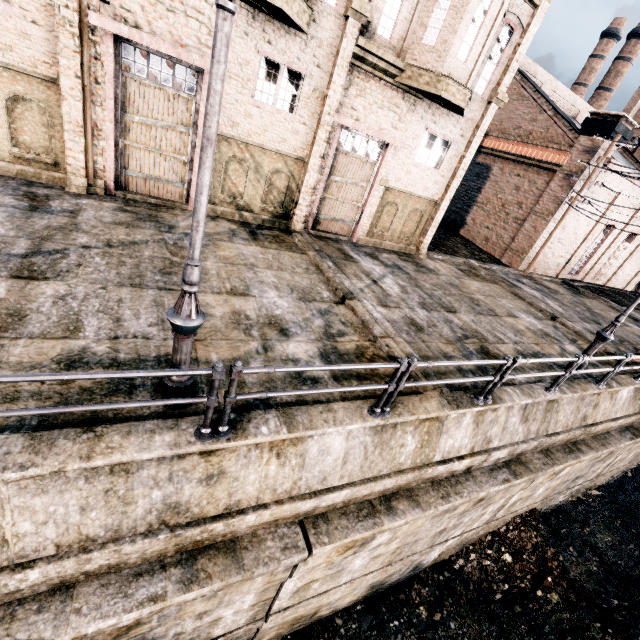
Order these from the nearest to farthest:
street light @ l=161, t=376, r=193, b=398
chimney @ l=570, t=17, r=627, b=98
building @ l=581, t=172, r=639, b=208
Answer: street light @ l=161, t=376, r=193, b=398, building @ l=581, t=172, r=639, b=208, chimney @ l=570, t=17, r=627, b=98

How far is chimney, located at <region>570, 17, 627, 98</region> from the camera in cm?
4488

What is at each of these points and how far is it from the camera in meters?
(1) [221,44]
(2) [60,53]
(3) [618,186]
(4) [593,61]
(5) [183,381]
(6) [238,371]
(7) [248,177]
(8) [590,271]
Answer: (1) street light, 2.7
(2) building, 8.6
(3) building, 22.9
(4) chimney, 46.9
(5) street light, 4.6
(6) metal railing, 3.9
(7) building, 12.6
(8) building, 28.5

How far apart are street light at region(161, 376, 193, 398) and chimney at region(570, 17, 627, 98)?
67.06m

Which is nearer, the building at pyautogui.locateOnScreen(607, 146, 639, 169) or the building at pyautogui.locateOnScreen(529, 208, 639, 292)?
the building at pyautogui.locateOnScreen(607, 146, 639, 169)

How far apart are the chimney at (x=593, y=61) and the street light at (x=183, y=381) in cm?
6706

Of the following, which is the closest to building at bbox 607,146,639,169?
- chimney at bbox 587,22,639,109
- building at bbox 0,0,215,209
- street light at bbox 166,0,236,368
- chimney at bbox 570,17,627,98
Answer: building at bbox 0,0,215,209

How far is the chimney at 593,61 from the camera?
44.9m
